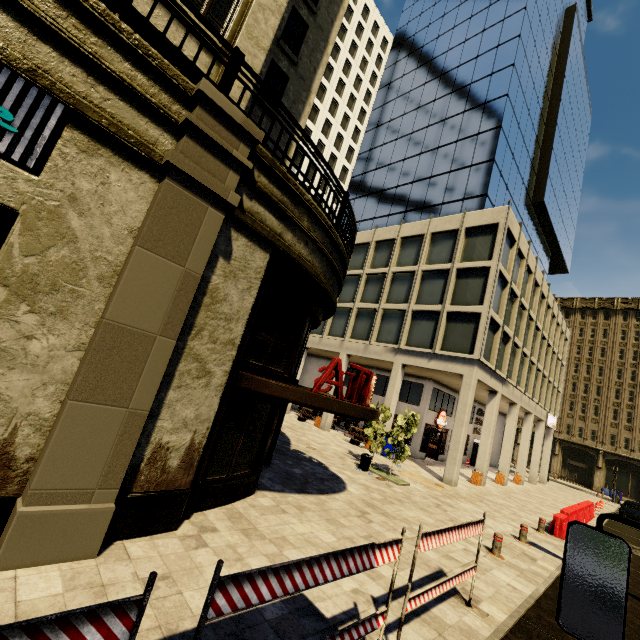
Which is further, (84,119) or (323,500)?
(323,500)

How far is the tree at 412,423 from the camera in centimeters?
1449cm

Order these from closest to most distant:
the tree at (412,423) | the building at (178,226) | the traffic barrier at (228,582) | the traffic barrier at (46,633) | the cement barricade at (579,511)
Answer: the traffic barrier at (46,633)
the traffic barrier at (228,582)
the building at (178,226)
the cement barricade at (579,511)
the tree at (412,423)

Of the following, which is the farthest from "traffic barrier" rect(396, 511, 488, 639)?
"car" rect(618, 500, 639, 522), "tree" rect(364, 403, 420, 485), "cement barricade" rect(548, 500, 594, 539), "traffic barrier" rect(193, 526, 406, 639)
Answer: "car" rect(618, 500, 639, 522)

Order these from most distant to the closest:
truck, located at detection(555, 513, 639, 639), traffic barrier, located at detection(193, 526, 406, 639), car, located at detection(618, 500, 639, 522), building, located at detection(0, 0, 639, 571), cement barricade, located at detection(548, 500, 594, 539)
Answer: car, located at detection(618, 500, 639, 522) → cement barricade, located at detection(548, 500, 594, 539) → building, located at detection(0, 0, 639, 571) → traffic barrier, located at detection(193, 526, 406, 639) → truck, located at detection(555, 513, 639, 639)

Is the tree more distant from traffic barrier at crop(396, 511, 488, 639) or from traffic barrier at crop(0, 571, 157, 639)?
traffic barrier at crop(0, 571, 157, 639)

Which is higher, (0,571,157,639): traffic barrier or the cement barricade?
(0,571,157,639): traffic barrier

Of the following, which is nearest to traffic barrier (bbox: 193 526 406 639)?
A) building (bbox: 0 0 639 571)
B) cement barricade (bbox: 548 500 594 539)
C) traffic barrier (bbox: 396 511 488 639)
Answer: traffic barrier (bbox: 396 511 488 639)
